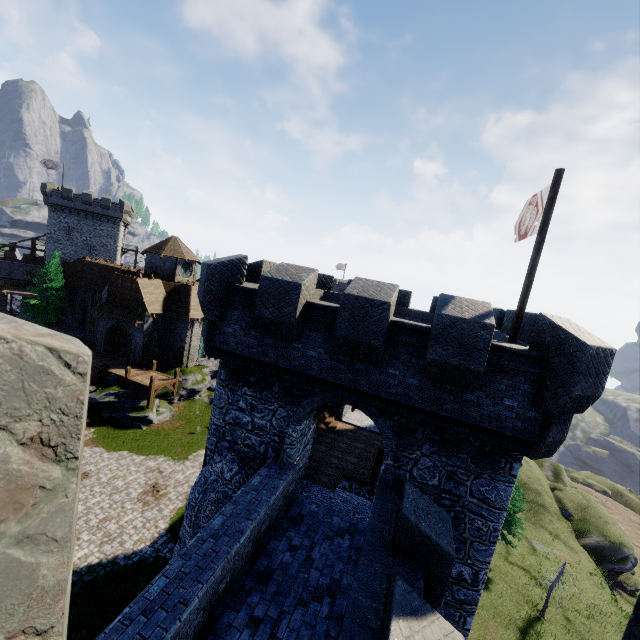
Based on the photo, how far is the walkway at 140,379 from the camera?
29.5 meters

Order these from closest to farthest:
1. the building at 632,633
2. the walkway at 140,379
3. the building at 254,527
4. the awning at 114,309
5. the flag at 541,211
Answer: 1. the building at 632,633
2. the building at 254,527
3. the flag at 541,211
4. the walkway at 140,379
5. the awning at 114,309

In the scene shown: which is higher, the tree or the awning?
the tree

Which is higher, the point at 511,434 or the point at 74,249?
the point at 511,434

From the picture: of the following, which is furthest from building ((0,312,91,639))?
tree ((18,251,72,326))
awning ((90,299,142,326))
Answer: tree ((18,251,72,326))

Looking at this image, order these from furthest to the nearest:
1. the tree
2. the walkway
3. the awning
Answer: the tree → the awning → the walkway

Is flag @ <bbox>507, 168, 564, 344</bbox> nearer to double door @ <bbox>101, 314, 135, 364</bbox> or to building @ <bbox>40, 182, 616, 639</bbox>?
building @ <bbox>40, 182, 616, 639</bbox>

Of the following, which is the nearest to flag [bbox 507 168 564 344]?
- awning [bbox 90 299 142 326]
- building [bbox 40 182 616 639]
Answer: building [bbox 40 182 616 639]
